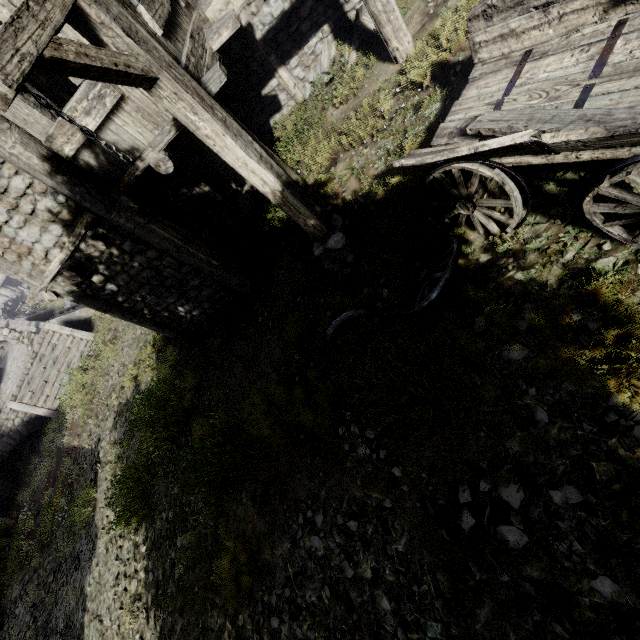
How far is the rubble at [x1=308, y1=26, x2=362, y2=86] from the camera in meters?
7.1 m

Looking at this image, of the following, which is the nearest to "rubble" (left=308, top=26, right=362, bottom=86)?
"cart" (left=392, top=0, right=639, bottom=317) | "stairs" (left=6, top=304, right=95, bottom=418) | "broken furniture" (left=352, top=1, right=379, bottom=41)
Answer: "broken furniture" (left=352, top=1, right=379, bottom=41)

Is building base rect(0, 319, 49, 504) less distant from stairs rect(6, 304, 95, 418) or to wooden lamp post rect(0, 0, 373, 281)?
stairs rect(6, 304, 95, 418)

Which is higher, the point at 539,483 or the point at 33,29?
the point at 33,29

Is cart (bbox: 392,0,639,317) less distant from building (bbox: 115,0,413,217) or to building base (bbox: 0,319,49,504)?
building (bbox: 115,0,413,217)

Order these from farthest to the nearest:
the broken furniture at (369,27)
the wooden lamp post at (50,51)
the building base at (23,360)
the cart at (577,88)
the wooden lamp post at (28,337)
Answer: the wooden lamp post at (28,337) < the building base at (23,360) < the broken furniture at (369,27) < the cart at (577,88) < the wooden lamp post at (50,51)

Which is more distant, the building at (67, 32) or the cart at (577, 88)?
the building at (67, 32)

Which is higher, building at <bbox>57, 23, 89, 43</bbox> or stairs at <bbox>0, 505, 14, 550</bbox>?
building at <bbox>57, 23, 89, 43</bbox>
